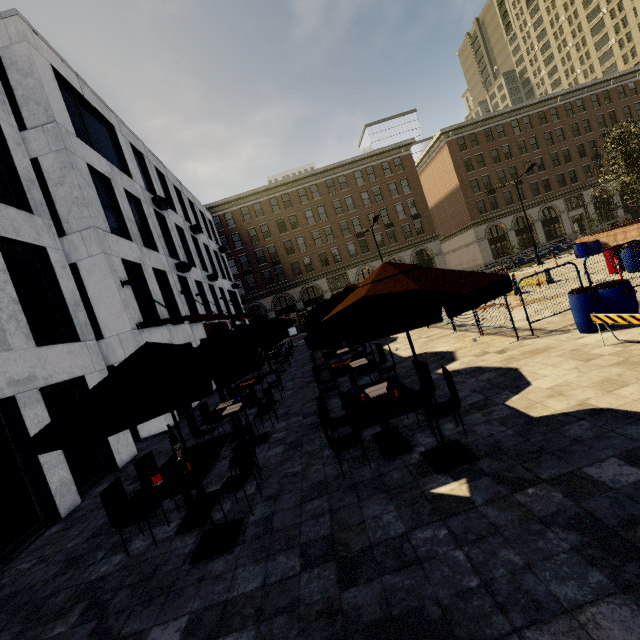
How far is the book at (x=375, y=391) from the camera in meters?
5.7

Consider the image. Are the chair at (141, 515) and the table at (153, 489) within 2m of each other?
yes

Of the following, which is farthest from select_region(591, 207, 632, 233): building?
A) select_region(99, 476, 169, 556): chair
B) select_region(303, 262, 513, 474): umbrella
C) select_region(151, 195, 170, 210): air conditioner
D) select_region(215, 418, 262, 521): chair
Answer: select_region(99, 476, 169, 556): chair

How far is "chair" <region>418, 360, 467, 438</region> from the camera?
5.0m

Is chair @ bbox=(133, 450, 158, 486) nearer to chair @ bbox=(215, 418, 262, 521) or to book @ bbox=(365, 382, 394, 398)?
chair @ bbox=(215, 418, 262, 521)

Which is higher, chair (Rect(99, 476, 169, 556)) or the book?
the book

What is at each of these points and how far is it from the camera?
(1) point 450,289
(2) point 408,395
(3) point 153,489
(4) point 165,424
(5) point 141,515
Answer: (1) umbrella, 3.42m
(2) table, 5.25m
(3) table, 4.93m
(4) building, 12.10m
(5) chair, 5.02m

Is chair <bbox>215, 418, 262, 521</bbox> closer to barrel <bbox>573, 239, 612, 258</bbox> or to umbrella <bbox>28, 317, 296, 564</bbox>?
umbrella <bbox>28, 317, 296, 564</bbox>
